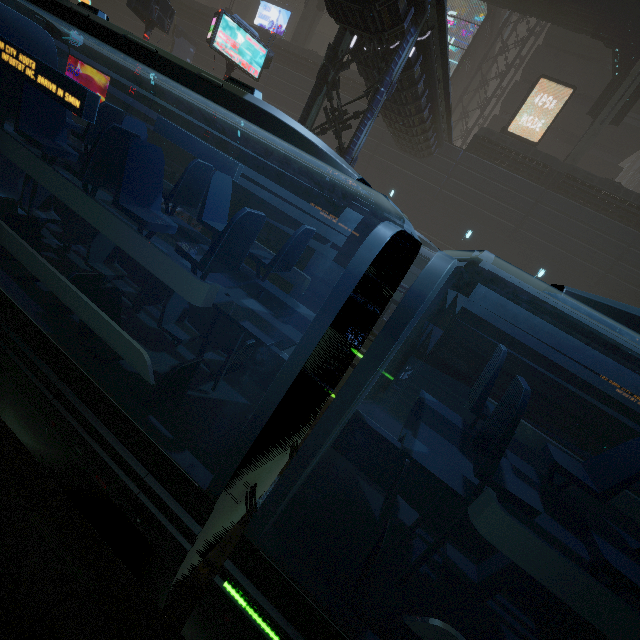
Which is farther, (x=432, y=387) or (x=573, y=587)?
(x=432, y=387)

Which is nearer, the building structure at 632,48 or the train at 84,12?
the train at 84,12

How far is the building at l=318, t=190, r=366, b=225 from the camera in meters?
13.7

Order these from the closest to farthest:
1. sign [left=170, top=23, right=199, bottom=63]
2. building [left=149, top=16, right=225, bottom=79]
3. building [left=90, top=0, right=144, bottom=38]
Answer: sign [left=170, top=23, right=199, bottom=63] < building [left=149, top=16, right=225, bottom=79] < building [left=90, top=0, right=144, bottom=38]

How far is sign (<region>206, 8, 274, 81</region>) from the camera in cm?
1462

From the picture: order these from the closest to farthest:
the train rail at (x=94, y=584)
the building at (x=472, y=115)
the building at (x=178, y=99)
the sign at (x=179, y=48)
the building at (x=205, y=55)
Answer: the train rail at (x=94, y=584)
the building at (x=472, y=115)
the sign at (x=179, y=48)
the building at (x=205, y=55)
the building at (x=178, y=99)

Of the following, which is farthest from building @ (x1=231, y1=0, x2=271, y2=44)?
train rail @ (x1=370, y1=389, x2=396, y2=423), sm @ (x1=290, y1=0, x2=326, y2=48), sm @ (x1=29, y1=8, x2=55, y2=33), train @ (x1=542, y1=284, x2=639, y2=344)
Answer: train @ (x1=542, y1=284, x2=639, y2=344)

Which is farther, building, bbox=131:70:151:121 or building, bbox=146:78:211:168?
building, bbox=146:78:211:168
